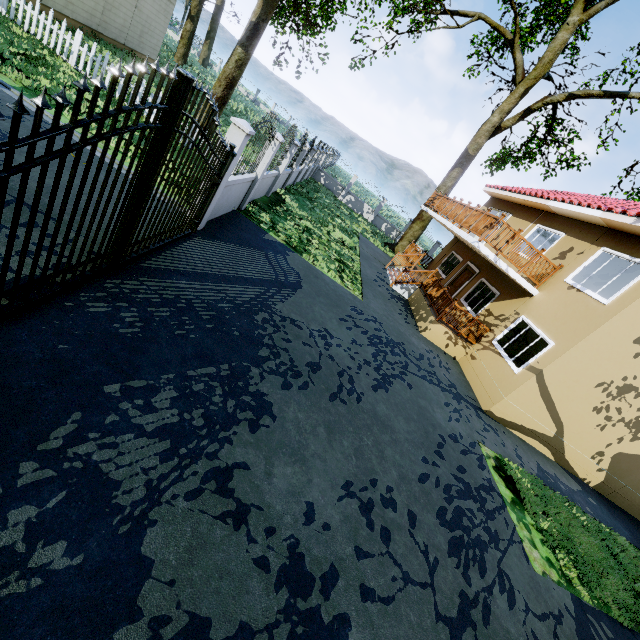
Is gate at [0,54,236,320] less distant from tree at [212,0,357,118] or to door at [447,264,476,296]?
tree at [212,0,357,118]

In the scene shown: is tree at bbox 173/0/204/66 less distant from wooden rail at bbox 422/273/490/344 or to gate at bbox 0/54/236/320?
gate at bbox 0/54/236/320

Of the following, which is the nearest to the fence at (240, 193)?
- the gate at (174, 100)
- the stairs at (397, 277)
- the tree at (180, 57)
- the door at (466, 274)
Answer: the gate at (174, 100)

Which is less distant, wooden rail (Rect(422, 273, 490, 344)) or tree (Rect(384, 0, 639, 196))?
wooden rail (Rect(422, 273, 490, 344))

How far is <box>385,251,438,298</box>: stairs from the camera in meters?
15.1

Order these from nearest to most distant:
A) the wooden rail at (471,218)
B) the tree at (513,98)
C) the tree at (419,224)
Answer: the wooden rail at (471,218)
the tree at (513,98)
the tree at (419,224)

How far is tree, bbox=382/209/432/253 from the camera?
22.7 meters

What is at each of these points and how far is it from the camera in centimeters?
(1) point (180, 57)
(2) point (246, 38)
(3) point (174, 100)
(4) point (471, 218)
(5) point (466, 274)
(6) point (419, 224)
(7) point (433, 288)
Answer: (1) tree, 2609cm
(2) tree, 1136cm
(3) gate, 371cm
(4) wooden rail, 1253cm
(5) door, 1648cm
(6) tree, 2286cm
(7) wooden rail, 1412cm
